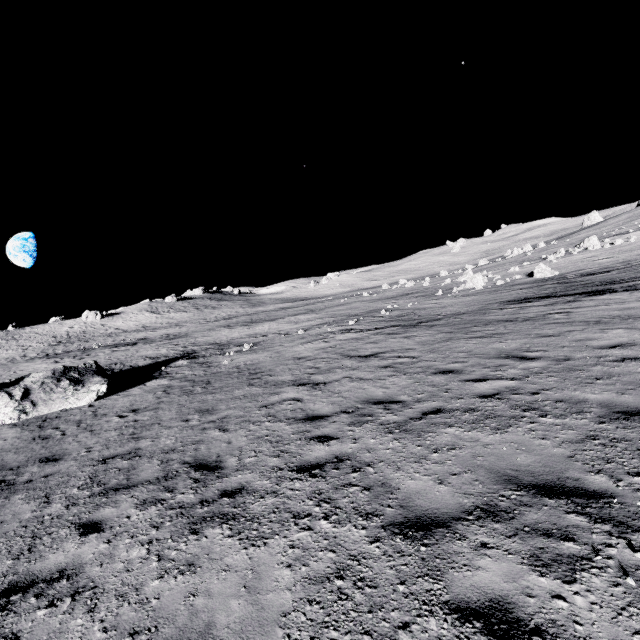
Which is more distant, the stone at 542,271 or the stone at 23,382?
the stone at 542,271

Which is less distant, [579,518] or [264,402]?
[579,518]

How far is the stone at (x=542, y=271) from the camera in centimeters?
2748cm

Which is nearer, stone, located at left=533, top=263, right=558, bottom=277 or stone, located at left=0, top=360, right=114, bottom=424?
stone, located at left=0, top=360, right=114, bottom=424

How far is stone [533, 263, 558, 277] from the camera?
27.5 meters
